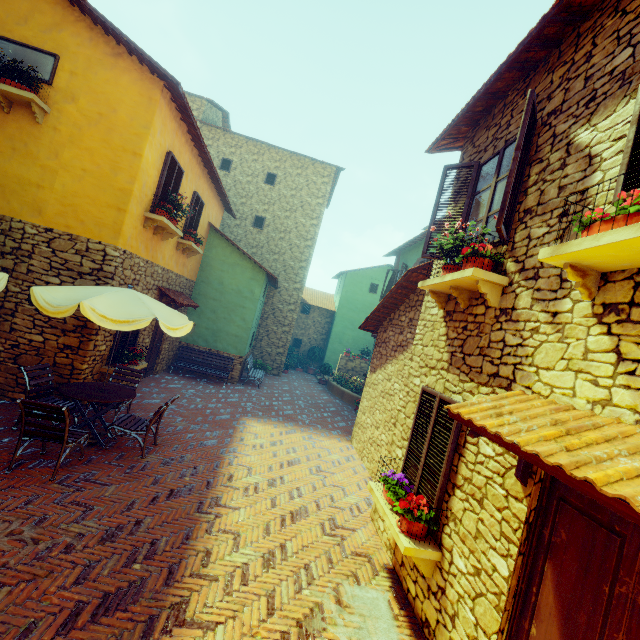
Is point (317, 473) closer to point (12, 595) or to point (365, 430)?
point (365, 430)

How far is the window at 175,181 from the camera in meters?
7.9 m

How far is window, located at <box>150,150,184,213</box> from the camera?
7.9 meters

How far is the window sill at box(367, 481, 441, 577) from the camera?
3.7m

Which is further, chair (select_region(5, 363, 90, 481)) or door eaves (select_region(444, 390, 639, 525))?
chair (select_region(5, 363, 90, 481))

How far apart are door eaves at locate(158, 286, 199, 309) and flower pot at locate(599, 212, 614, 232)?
9.5 meters

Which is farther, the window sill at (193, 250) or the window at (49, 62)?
the window sill at (193, 250)

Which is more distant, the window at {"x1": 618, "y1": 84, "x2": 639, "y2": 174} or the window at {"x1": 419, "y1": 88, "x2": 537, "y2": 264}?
the window at {"x1": 419, "y1": 88, "x2": 537, "y2": 264}
